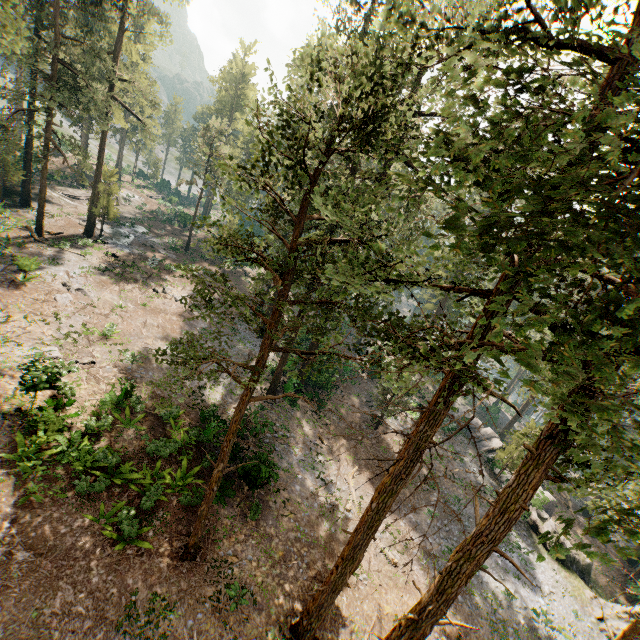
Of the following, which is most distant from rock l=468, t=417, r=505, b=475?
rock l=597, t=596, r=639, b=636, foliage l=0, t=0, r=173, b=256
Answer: foliage l=0, t=0, r=173, b=256

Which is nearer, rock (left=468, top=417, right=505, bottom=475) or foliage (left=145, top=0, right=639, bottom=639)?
foliage (left=145, top=0, right=639, bottom=639)

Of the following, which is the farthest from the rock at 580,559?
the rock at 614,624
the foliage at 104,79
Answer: the foliage at 104,79

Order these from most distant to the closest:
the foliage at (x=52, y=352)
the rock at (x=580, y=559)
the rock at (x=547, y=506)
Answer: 1. the rock at (x=547, y=506)
2. the rock at (x=580, y=559)
3. the foliage at (x=52, y=352)

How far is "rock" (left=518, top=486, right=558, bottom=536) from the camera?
25.7 meters

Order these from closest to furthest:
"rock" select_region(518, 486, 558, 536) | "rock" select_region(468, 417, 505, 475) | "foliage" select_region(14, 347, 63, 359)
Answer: "foliage" select_region(14, 347, 63, 359) → "rock" select_region(518, 486, 558, 536) → "rock" select_region(468, 417, 505, 475)

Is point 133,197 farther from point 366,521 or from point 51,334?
point 366,521
